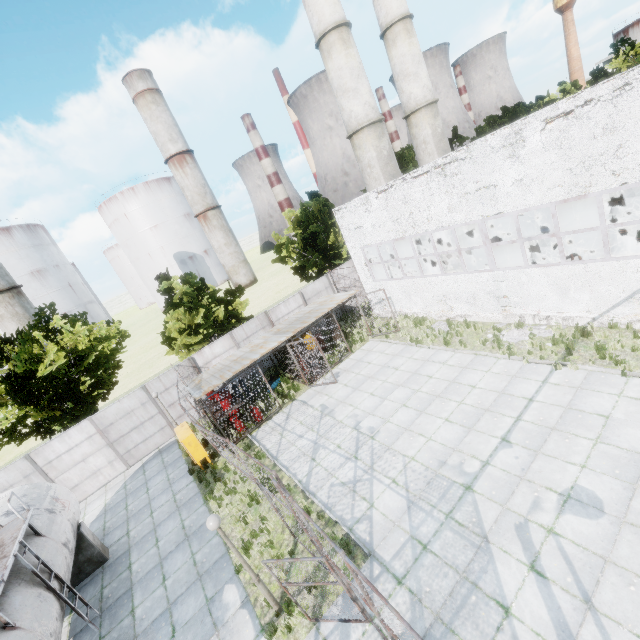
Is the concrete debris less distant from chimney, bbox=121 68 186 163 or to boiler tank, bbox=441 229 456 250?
boiler tank, bbox=441 229 456 250

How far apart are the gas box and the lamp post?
7.69m

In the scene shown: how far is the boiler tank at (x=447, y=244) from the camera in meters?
21.4 m

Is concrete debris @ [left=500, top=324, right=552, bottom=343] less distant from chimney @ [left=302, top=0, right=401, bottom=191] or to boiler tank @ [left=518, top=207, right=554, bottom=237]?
boiler tank @ [left=518, top=207, right=554, bottom=237]

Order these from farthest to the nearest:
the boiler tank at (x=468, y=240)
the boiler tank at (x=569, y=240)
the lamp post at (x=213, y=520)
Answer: the boiler tank at (x=468, y=240)
the boiler tank at (x=569, y=240)
the lamp post at (x=213, y=520)

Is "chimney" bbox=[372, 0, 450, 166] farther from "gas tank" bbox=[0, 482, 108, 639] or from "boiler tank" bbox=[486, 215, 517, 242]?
"gas tank" bbox=[0, 482, 108, 639]

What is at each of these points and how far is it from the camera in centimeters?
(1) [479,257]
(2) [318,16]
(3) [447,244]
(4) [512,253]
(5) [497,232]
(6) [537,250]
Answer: (1) boiler tank, 2031cm
(2) chimney, 2122cm
(3) boiler tank, 2172cm
(4) boiler tank, 1864cm
(5) boiler tank, 1853cm
(6) boiler tank, 1756cm

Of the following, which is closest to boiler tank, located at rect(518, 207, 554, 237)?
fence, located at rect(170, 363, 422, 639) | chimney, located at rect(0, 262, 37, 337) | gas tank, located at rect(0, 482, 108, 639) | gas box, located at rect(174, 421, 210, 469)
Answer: fence, located at rect(170, 363, 422, 639)
